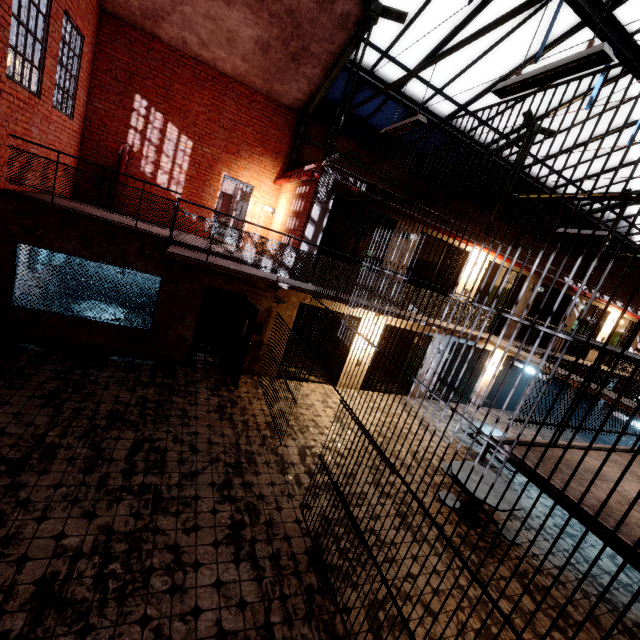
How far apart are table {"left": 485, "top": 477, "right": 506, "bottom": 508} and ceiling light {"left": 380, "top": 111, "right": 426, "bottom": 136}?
6.3m

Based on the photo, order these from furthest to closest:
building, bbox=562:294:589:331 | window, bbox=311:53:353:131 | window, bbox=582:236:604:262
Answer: window, bbox=582:236:604:262
building, bbox=562:294:589:331
window, bbox=311:53:353:131

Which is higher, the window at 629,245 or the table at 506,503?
the window at 629,245

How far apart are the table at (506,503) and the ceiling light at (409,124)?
6.26m

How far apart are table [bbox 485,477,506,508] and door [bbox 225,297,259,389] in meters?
5.0 m

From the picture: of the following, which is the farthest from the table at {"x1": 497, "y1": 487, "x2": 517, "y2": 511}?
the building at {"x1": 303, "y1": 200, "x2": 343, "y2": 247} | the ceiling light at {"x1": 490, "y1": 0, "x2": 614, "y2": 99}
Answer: the ceiling light at {"x1": 490, "y1": 0, "x2": 614, "y2": 99}

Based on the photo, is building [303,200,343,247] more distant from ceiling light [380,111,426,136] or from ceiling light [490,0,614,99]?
ceiling light [490,0,614,99]

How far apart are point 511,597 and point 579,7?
11.1m
